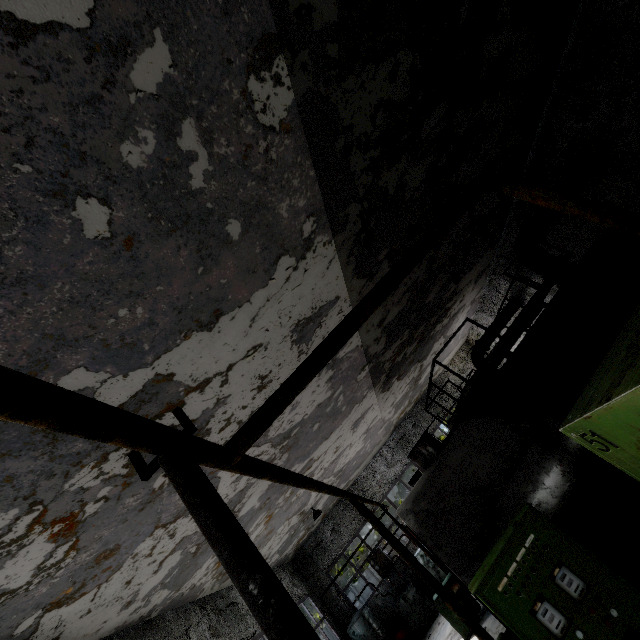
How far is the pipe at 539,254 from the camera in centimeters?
847cm

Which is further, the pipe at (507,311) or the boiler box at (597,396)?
the pipe at (507,311)

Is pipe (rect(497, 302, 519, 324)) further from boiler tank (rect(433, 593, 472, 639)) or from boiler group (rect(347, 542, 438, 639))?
boiler group (rect(347, 542, 438, 639))

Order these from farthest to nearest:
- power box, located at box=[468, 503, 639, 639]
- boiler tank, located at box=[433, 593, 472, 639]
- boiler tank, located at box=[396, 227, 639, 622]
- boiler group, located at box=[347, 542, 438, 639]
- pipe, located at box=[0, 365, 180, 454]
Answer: boiler group, located at box=[347, 542, 438, 639], boiler tank, located at box=[433, 593, 472, 639], boiler tank, located at box=[396, 227, 639, 622], power box, located at box=[468, 503, 639, 639], pipe, located at box=[0, 365, 180, 454]

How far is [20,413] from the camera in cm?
89

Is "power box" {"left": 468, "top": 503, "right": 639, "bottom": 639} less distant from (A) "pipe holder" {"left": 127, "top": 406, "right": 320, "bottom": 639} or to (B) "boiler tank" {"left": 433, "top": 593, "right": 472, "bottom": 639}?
(A) "pipe holder" {"left": 127, "top": 406, "right": 320, "bottom": 639}

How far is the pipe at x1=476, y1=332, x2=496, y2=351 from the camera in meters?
15.5
